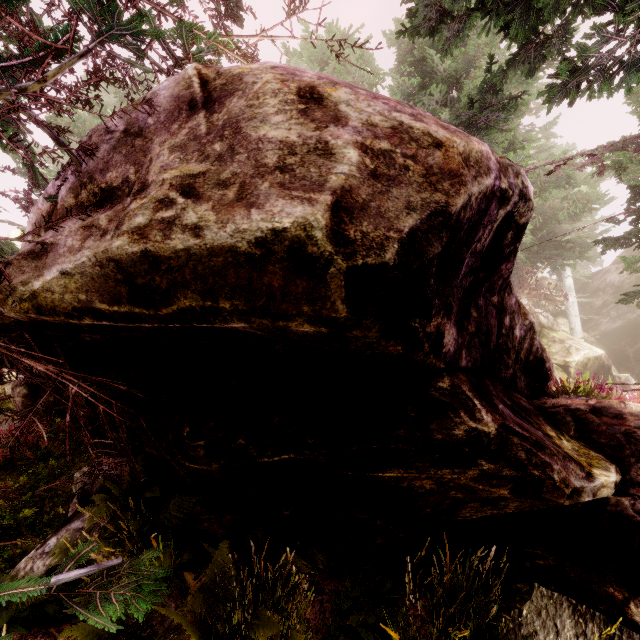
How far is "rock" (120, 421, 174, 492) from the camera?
3.6m

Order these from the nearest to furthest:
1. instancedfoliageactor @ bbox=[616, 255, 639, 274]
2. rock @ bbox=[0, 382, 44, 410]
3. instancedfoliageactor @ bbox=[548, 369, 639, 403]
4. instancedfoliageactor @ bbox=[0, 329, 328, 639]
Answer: instancedfoliageactor @ bbox=[0, 329, 328, 639], instancedfoliageactor @ bbox=[548, 369, 639, 403], instancedfoliageactor @ bbox=[616, 255, 639, 274], rock @ bbox=[0, 382, 44, 410]

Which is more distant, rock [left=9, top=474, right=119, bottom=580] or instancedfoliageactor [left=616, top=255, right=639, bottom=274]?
instancedfoliageactor [left=616, top=255, right=639, bottom=274]

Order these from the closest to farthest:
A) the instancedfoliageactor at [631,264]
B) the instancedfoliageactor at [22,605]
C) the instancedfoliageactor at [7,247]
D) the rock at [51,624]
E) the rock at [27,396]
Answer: the instancedfoliageactor at [22,605], the instancedfoliageactor at [7,247], the rock at [51,624], the instancedfoliageactor at [631,264], the rock at [27,396]

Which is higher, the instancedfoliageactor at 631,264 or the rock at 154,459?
the instancedfoliageactor at 631,264

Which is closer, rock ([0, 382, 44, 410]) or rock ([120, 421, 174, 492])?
rock ([120, 421, 174, 492])

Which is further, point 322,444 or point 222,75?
point 322,444
